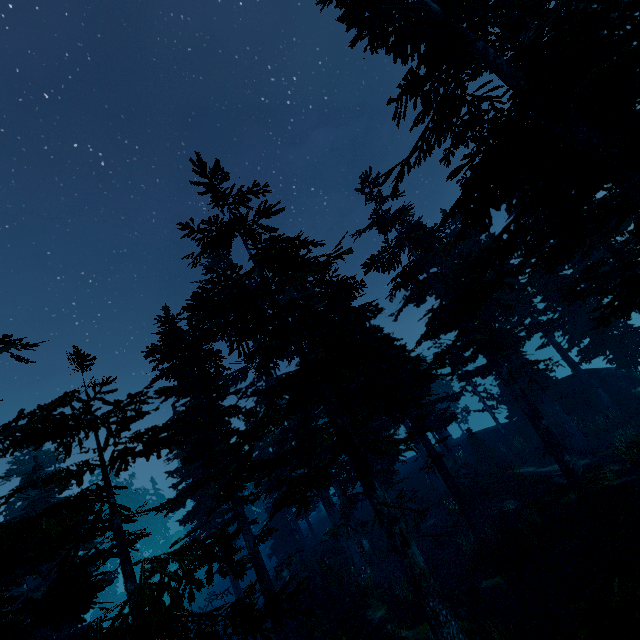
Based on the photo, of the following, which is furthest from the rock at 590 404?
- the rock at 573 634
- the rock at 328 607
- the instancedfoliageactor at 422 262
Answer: the rock at 573 634

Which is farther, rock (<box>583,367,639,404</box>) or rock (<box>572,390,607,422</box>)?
rock (<box>572,390,607,422</box>)

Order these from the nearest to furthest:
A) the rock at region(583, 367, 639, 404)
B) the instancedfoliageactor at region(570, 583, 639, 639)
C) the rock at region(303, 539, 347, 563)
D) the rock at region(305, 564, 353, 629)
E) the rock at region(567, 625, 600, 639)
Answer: the instancedfoliageactor at region(570, 583, 639, 639) → the rock at region(567, 625, 600, 639) → the rock at region(305, 564, 353, 629) → the rock at region(303, 539, 347, 563) → the rock at region(583, 367, 639, 404)

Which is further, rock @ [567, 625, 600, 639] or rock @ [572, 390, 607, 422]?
rock @ [572, 390, 607, 422]

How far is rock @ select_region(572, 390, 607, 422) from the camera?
24.02m

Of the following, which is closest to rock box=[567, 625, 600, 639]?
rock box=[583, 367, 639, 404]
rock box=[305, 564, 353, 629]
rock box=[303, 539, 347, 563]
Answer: rock box=[305, 564, 353, 629]

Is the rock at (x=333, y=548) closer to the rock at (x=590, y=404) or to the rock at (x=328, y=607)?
the rock at (x=328, y=607)

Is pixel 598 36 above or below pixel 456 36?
below
